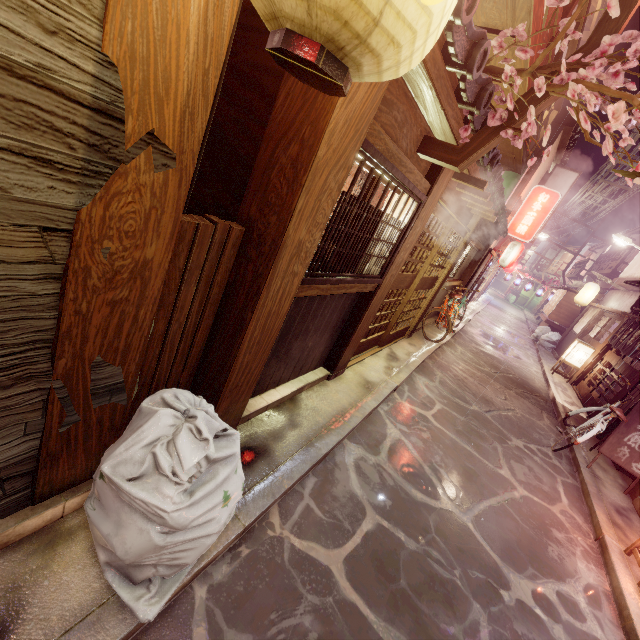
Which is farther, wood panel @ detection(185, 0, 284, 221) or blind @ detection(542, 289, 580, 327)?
blind @ detection(542, 289, 580, 327)

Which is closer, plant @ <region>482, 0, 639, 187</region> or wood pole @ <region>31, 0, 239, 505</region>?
wood pole @ <region>31, 0, 239, 505</region>

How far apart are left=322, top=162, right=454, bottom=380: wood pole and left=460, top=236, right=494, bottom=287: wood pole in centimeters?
1409cm

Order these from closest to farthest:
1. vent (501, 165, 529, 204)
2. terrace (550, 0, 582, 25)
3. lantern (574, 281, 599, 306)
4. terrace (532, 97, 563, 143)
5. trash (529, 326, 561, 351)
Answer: terrace (550, 0, 582, 25) → terrace (532, 97, 563, 143) → vent (501, 165, 529, 204) → lantern (574, 281, 599, 306) → trash (529, 326, 561, 351)

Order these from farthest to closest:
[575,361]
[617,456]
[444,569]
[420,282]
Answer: [575,361], [420,282], [617,456], [444,569]

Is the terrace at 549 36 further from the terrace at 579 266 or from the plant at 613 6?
the terrace at 579 266

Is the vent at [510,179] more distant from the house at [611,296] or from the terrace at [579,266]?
the terrace at [579,266]

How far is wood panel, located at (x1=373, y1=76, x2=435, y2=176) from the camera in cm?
429
